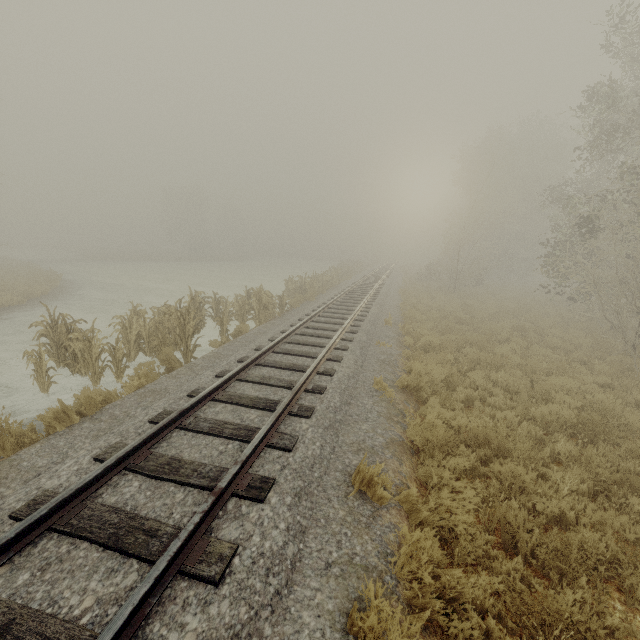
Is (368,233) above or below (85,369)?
above

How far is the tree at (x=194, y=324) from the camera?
7.85m

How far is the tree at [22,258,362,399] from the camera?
7.8m
